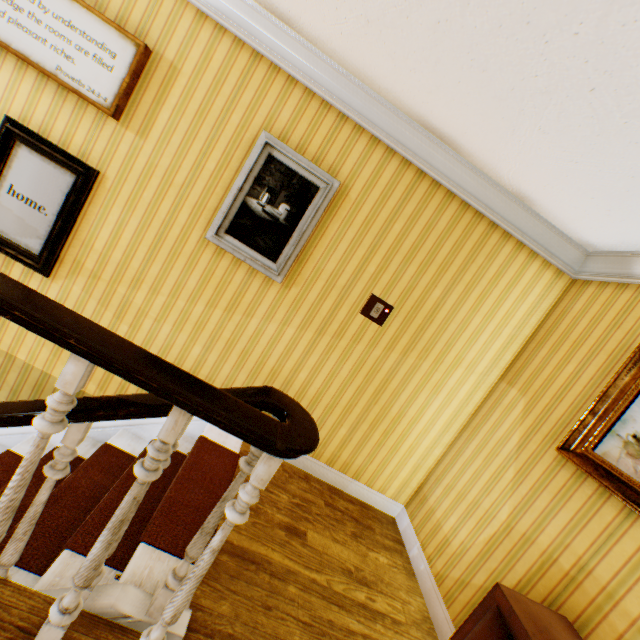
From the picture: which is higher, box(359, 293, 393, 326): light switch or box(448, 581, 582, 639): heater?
box(359, 293, 393, 326): light switch

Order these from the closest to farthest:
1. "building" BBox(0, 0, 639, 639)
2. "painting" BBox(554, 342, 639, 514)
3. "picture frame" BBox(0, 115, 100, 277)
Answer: "building" BBox(0, 0, 639, 639)
"painting" BBox(554, 342, 639, 514)
"picture frame" BBox(0, 115, 100, 277)

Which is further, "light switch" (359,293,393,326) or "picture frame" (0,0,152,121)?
"light switch" (359,293,393,326)

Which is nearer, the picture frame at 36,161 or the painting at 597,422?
the painting at 597,422

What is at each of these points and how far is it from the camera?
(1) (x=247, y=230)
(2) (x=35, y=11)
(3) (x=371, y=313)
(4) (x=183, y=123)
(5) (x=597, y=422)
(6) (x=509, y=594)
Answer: (1) picture frame, 2.75m
(2) picture frame, 2.31m
(3) light switch, 2.96m
(4) building, 2.59m
(5) painting, 2.13m
(6) heater, 1.66m

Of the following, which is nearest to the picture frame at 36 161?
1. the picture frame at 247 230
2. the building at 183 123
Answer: the building at 183 123

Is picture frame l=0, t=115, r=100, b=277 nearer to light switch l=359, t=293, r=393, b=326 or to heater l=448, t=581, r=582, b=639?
light switch l=359, t=293, r=393, b=326

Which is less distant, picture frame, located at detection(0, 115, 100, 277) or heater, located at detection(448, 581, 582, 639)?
heater, located at detection(448, 581, 582, 639)
